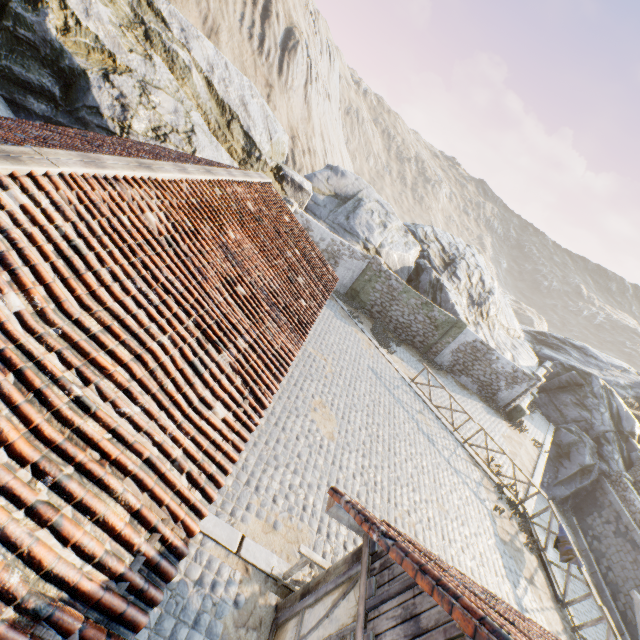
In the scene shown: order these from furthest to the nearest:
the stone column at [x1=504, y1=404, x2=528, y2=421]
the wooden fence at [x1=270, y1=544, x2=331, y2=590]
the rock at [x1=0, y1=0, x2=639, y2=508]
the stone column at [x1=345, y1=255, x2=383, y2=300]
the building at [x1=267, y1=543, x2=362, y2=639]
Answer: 1. the stone column at [x1=504, y1=404, x2=528, y2=421]
2. the stone column at [x1=345, y1=255, x2=383, y2=300]
3. the rock at [x1=0, y1=0, x2=639, y2=508]
4. the wooden fence at [x1=270, y1=544, x2=331, y2=590]
5. the building at [x1=267, y1=543, x2=362, y2=639]

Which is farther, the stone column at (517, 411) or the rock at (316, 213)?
the stone column at (517, 411)

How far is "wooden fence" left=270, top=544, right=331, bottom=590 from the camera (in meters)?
5.62

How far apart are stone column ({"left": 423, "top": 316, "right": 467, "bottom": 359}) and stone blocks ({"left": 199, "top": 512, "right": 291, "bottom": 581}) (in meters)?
14.90

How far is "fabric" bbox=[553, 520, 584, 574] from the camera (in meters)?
10.45

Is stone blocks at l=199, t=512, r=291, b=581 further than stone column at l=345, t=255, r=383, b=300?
No

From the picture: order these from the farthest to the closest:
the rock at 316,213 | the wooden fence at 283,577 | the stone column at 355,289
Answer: the stone column at 355,289 < the rock at 316,213 < the wooden fence at 283,577

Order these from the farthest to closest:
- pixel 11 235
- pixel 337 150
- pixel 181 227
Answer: pixel 337 150
pixel 181 227
pixel 11 235
